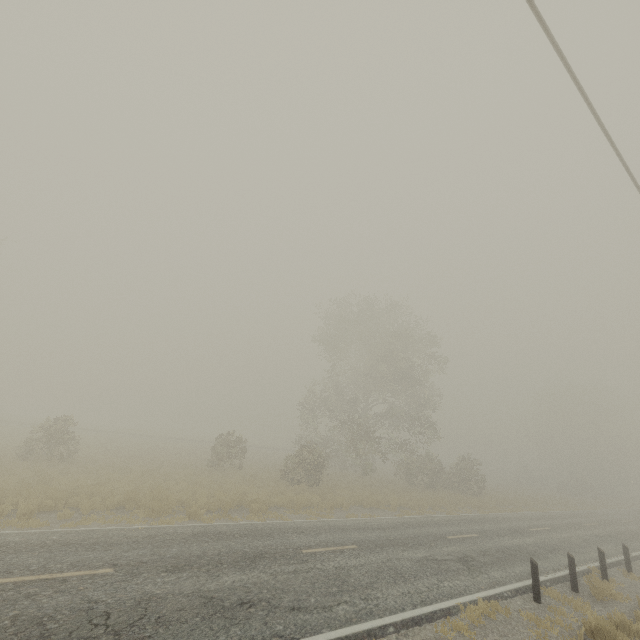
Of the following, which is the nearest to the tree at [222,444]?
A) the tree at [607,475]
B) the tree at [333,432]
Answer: the tree at [333,432]

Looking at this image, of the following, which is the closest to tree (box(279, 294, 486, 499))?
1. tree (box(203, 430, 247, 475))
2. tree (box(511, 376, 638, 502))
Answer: tree (box(203, 430, 247, 475))

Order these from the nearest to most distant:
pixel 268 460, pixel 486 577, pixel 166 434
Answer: pixel 486 577, pixel 268 460, pixel 166 434

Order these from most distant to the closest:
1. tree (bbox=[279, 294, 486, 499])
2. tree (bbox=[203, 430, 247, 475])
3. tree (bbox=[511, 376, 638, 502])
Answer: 1. tree (bbox=[511, 376, 638, 502])
2. tree (bbox=[279, 294, 486, 499])
3. tree (bbox=[203, 430, 247, 475])

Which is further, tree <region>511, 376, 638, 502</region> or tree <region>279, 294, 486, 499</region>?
tree <region>511, 376, 638, 502</region>

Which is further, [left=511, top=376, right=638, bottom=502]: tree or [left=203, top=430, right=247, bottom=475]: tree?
[left=511, top=376, right=638, bottom=502]: tree
